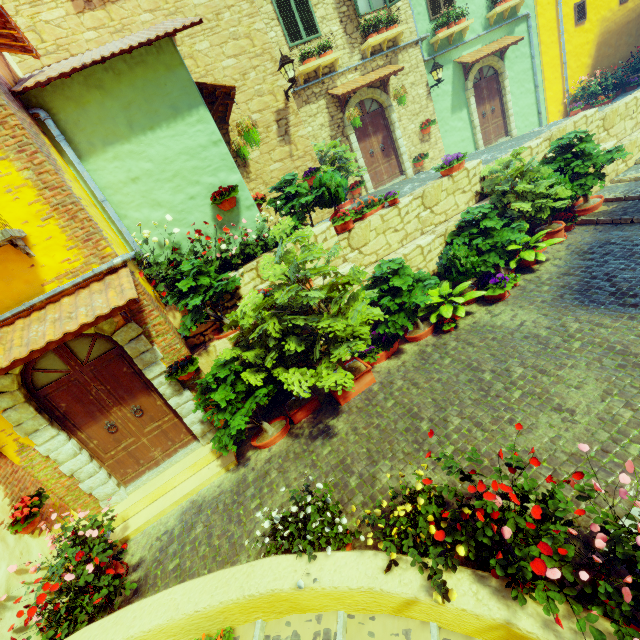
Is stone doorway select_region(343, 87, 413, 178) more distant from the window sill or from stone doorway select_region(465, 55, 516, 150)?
the window sill

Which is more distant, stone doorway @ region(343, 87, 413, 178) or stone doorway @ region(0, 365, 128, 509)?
stone doorway @ region(343, 87, 413, 178)

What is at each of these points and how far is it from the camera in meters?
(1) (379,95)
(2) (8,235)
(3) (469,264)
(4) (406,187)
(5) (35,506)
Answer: (1) stone doorway, 10.5 m
(2) window sill, 4.0 m
(3) potted tree, 6.5 m
(4) stair, 9.2 m
(5) flower pot, 4.5 m

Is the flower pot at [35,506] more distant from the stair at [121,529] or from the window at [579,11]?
the window at [579,11]

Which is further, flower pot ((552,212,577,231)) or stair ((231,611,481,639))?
flower pot ((552,212,577,231))

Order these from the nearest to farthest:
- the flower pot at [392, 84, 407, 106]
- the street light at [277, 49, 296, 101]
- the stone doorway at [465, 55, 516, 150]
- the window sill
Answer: the window sill → the street light at [277, 49, 296, 101] → the flower pot at [392, 84, 407, 106] → the stone doorway at [465, 55, 516, 150]

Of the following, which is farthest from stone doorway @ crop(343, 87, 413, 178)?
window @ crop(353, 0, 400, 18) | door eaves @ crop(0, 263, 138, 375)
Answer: door eaves @ crop(0, 263, 138, 375)

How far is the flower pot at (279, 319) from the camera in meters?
4.7 m
